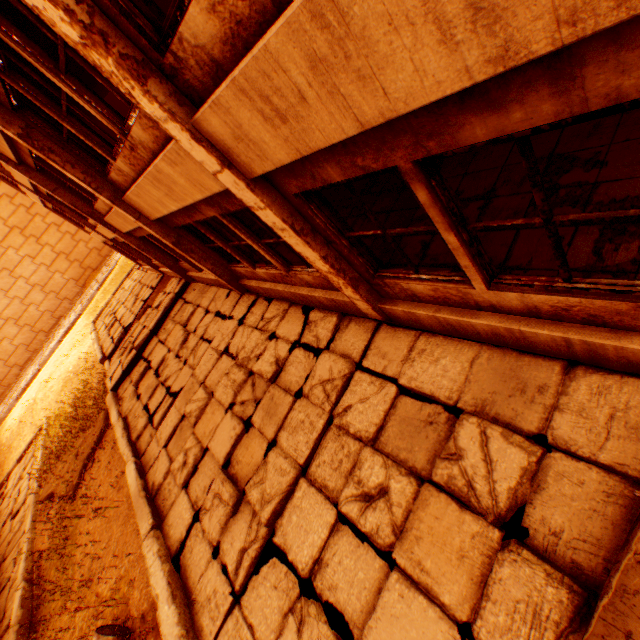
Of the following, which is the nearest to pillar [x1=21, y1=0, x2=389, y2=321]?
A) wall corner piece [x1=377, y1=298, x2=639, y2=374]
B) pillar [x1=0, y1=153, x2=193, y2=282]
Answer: wall corner piece [x1=377, y1=298, x2=639, y2=374]

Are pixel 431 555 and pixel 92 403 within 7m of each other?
no

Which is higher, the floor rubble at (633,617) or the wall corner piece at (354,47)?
the wall corner piece at (354,47)

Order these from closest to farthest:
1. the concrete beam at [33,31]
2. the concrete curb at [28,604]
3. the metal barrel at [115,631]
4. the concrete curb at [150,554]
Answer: the concrete curb at [150,554]
the metal barrel at [115,631]
the concrete beam at [33,31]
the concrete curb at [28,604]

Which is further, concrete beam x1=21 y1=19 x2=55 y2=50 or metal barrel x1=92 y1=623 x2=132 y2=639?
concrete beam x1=21 y1=19 x2=55 y2=50

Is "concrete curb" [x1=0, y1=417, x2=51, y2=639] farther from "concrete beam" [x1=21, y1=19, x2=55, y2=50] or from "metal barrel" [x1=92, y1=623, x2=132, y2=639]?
"concrete beam" [x1=21, y1=19, x2=55, y2=50]

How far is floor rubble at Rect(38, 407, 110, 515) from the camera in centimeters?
1070cm

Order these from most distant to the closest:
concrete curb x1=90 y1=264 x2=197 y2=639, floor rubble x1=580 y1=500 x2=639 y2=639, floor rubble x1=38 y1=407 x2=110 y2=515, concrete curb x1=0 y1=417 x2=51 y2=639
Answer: floor rubble x1=38 y1=407 x2=110 y2=515 < concrete curb x1=0 y1=417 x2=51 y2=639 < concrete curb x1=90 y1=264 x2=197 y2=639 < floor rubble x1=580 y1=500 x2=639 y2=639
